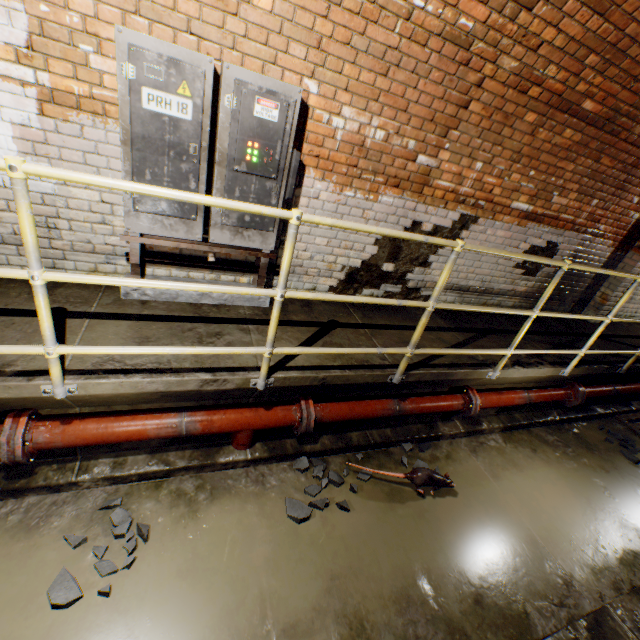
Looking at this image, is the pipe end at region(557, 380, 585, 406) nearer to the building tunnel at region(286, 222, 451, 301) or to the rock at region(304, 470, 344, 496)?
the building tunnel at region(286, 222, 451, 301)

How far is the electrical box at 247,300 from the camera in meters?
2.9 m

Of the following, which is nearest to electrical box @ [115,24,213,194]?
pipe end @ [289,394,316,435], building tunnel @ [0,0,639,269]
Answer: building tunnel @ [0,0,639,269]

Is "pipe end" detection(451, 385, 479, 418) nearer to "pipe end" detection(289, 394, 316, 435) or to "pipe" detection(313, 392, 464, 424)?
"pipe" detection(313, 392, 464, 424)

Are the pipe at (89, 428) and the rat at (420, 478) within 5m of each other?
yes

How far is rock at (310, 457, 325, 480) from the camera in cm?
290

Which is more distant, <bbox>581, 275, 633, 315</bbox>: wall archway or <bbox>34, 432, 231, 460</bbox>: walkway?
<bbox>581, 275, 633, 315</bbox>: wall archway

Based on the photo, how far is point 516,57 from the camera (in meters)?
2.84
